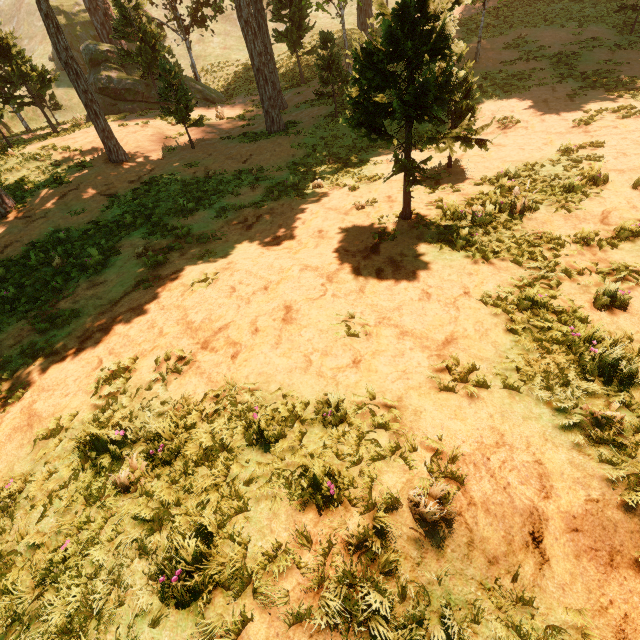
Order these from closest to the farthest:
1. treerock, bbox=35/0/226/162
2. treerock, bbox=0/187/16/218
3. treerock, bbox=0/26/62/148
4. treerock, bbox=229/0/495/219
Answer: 1. treerock, bbox=229/0/495/219
2. treerock, bbox=0/187/16/218
3. treerock, bbox=35/0/226/162
4. treerock, bbox=0/26/62/148

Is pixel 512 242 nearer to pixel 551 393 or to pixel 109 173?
pixel 551 393

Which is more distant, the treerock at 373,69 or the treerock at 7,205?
the treerock at 7,205

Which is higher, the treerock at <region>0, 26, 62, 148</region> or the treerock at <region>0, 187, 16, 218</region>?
the treerock at <region>0, 26, 62, 148</region>

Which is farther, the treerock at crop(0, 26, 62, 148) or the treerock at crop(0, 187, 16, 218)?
the treerock at crop(0, 26, 62, 148)
